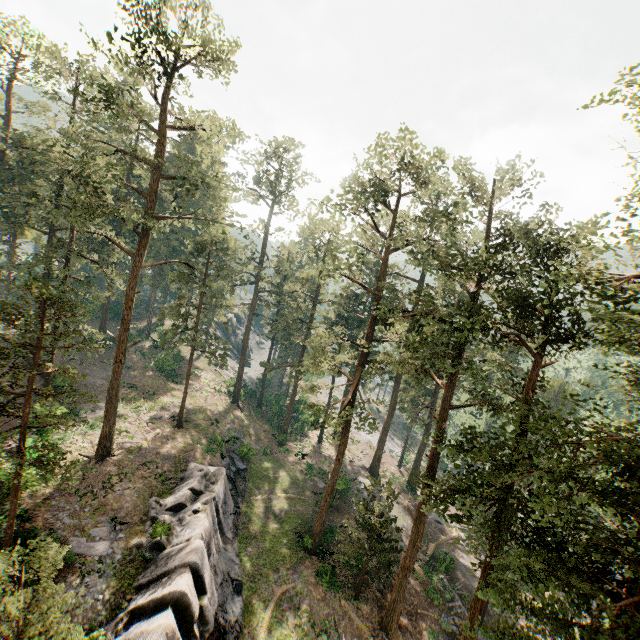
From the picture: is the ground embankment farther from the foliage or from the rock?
the rock

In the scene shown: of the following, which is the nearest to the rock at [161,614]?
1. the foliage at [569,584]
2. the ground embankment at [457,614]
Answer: the foliage at [569,584]

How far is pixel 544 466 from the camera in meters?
10.0

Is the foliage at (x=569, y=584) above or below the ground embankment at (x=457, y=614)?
above

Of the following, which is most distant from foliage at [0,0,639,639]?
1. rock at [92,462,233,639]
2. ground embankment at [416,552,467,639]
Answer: rock at [92,462,233,639]

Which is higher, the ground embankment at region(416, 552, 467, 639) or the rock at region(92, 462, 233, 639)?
the rock at region(92, 462, 233, 639)
